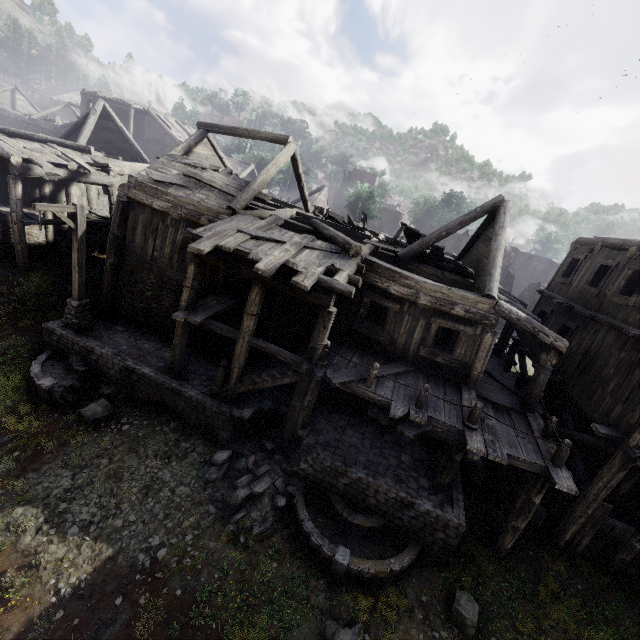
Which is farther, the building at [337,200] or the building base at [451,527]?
the building at [337,200]

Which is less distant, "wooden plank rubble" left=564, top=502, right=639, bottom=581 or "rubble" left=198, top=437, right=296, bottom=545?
"rubble" left=198, top=437, right=296, bottom=545

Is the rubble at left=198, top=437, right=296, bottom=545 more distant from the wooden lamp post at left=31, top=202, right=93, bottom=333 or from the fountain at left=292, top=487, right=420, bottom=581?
→ the wooden lamp post at left=31, top=202, right=93, bottom=333

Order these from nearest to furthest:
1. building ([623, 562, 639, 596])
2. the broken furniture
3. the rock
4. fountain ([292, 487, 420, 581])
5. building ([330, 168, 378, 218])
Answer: fountain ([292, 487, 420, 581]) → building ([623, 562, 639, 596]) → the rock → the broken furniture → building ([330, 168, 378, 218])

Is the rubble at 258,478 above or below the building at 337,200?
below

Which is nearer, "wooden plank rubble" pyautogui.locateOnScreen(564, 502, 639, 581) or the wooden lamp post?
"wooden plank rubble" pyautogui.locateOnScreen(564, 502, 639, 581)

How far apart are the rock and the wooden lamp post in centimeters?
295cm

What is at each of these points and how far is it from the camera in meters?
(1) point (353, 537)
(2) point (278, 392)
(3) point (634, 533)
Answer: (1) fountain, 9.0
(2) building base, 12.3
(3) wooden plank rubble, 9.5
